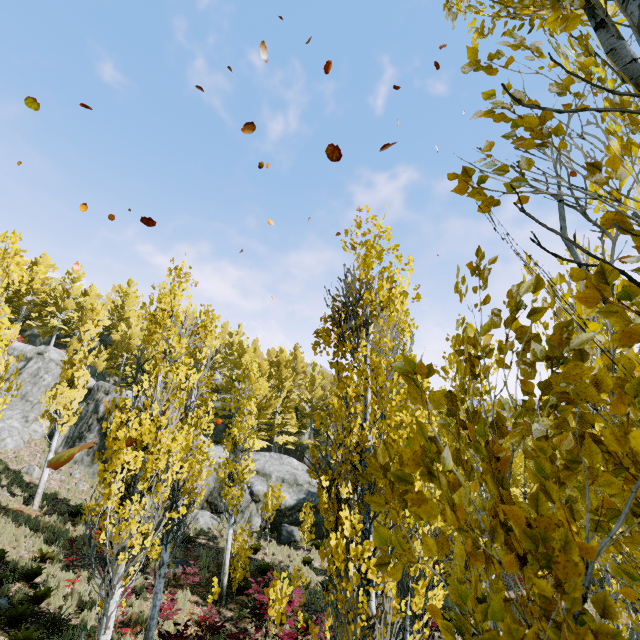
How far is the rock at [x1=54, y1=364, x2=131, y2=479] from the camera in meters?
21.4 m

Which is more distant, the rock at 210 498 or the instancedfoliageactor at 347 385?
the rock at 210 498

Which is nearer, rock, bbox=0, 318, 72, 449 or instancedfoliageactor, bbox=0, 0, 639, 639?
instancedfoliageactor, bbox=0, 0, 639, 639

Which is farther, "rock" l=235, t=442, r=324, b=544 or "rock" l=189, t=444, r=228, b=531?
"rock" l=235, t=442, r=324, b=544

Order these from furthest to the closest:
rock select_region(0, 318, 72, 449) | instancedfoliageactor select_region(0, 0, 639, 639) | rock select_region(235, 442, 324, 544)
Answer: rock select_region(0, 318, 72, 449), rock select_region(235, 442, 324, 544), instancedfoliageactor select_region(0, 0, 639, 639)

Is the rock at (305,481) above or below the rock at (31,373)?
below

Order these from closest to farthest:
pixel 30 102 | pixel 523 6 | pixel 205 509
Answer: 1. pixel 523 6
2. pixel 30 102
3. pixel 205 509
